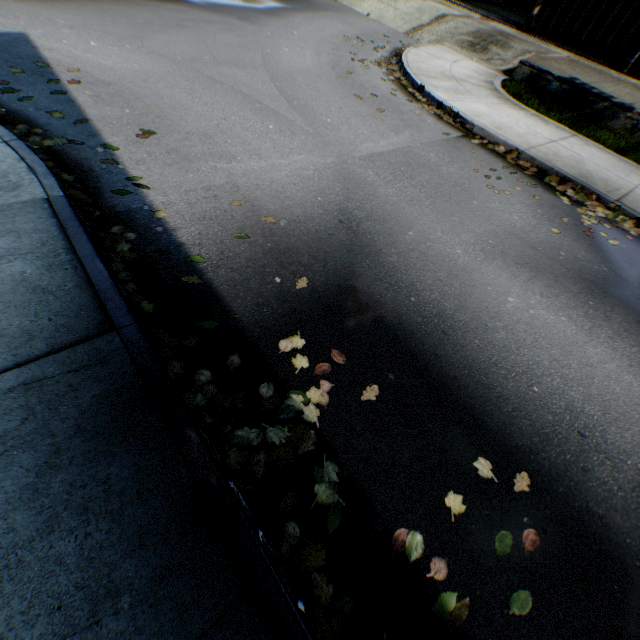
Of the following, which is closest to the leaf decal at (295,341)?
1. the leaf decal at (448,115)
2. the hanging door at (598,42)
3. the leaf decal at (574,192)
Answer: the leaf decal at (574,192)

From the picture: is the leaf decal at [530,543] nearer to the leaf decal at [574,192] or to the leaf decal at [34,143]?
the leaf decal at [34,143]

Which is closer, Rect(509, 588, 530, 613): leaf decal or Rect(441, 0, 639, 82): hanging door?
Rect(509, 588, 530, 613): leaf decal

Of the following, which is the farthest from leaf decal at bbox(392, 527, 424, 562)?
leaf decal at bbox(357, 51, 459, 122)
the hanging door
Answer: the hanging door

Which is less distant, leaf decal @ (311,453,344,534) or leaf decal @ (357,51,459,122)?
leaf decal @ (311,453,344,534)

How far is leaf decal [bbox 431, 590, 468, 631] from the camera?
1.9m

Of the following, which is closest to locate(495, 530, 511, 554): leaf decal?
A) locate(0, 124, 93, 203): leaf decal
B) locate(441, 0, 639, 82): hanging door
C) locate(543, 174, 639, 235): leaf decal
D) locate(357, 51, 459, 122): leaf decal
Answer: locate(0, 124, 93, 203): leaf decal

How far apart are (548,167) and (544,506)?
6.43m
